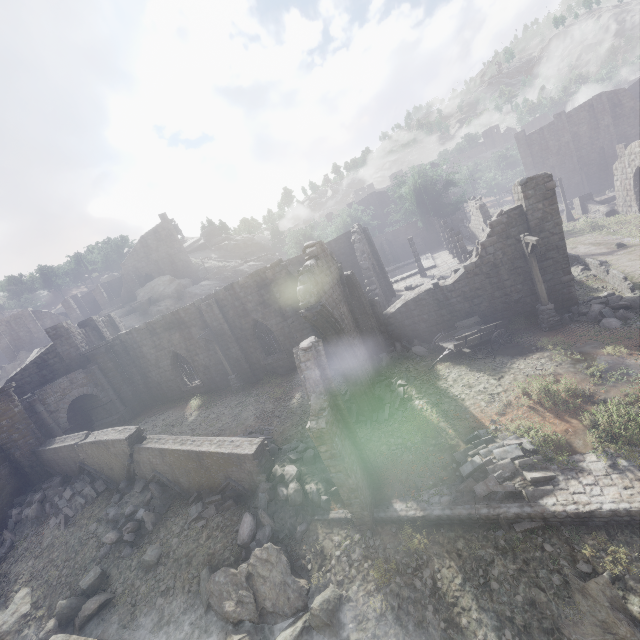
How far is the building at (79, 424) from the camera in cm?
2519

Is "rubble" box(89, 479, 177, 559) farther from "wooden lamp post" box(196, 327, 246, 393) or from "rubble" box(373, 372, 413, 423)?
"wooden lamp post" box(196, 327, 246, 393)

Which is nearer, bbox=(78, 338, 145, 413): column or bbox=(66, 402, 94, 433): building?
bbox=(78, 338, 145, 413): column

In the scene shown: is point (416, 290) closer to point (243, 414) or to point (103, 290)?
point (243, 414)

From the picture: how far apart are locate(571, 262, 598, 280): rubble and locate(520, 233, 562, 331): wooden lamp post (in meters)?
6.63

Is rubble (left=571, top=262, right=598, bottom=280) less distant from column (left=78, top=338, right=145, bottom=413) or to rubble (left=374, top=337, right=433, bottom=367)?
rubble (left=374, top=337, right=433, bottom=367)

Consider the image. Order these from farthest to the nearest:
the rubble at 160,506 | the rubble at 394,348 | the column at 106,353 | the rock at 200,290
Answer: the rock at 200,290
the column at 106,353
the rubble at 394,348
the rubble at 160,506

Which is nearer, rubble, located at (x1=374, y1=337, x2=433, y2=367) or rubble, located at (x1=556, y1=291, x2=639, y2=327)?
rubble, located at (x1=556, y1=291, x2=639, y2=327)
